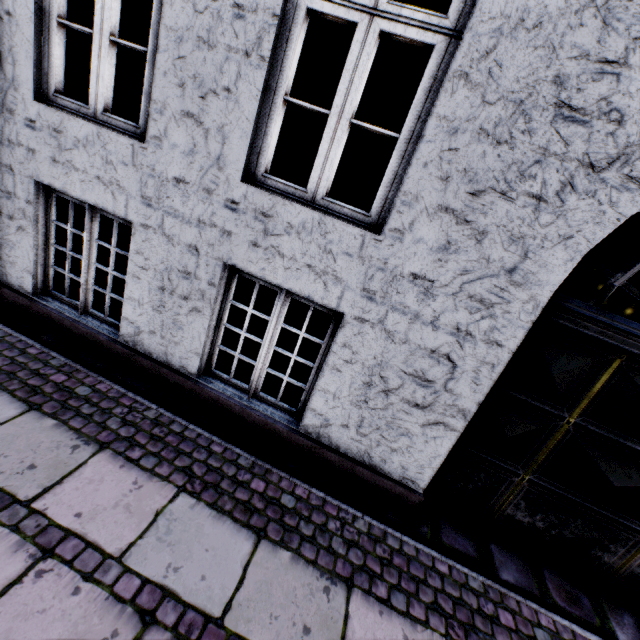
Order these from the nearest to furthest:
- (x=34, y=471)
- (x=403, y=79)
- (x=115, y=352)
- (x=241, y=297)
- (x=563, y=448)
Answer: (x=34, y=471) < (x=563, y=448) < (x=115, y=352) < (x=241, y=297) < (x=403, y=79)
